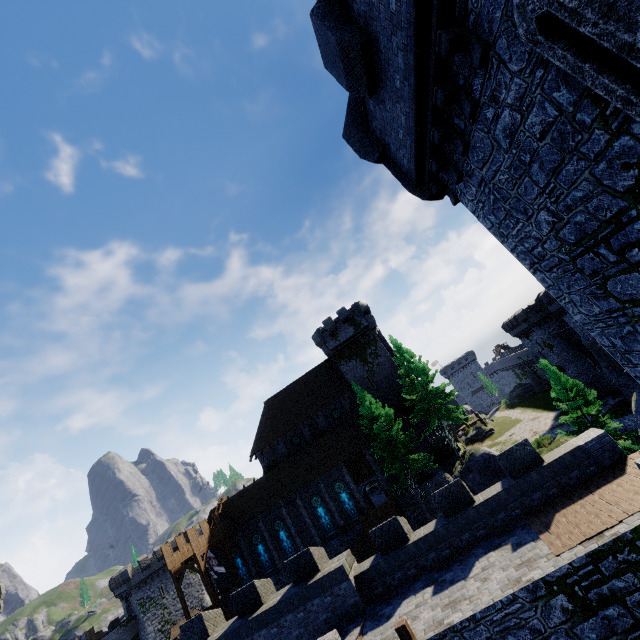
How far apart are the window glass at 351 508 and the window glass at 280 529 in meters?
6.5

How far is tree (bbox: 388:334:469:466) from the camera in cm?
2928

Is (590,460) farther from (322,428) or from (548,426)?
(548,426)

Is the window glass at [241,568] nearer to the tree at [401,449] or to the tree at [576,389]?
the tree at [401,449]

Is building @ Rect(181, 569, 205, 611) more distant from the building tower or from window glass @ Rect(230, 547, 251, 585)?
the building tower

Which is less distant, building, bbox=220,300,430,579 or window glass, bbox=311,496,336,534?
window glass, bbox=311,496,336,534

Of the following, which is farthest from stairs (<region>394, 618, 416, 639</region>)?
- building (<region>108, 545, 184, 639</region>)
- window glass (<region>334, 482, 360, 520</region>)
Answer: building (<region>108, 545, 184, 639</region>)

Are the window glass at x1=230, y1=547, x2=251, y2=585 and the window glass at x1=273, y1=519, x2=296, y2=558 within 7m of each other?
yes
